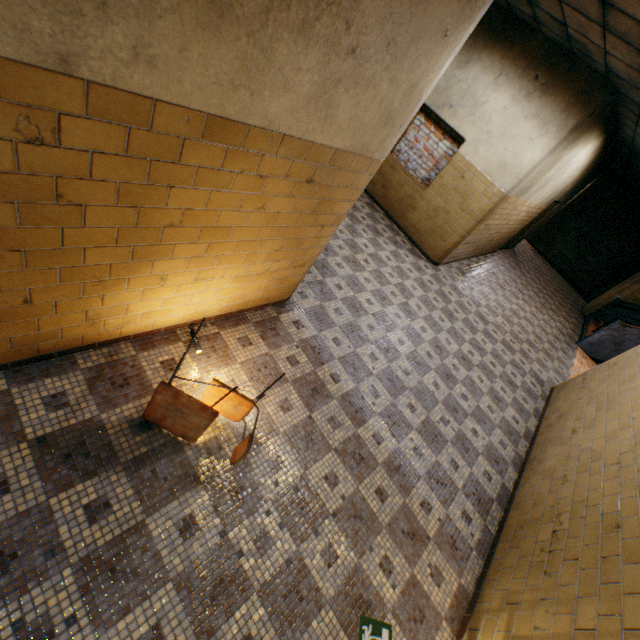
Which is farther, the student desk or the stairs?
the stairs

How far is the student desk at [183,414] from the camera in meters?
2.2

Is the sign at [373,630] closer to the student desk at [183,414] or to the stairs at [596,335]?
the student desk at [183,414]

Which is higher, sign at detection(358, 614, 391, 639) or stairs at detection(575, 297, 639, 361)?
stairs at detection(575, 297, 639, 361)

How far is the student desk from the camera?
2.20m

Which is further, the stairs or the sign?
the stairs

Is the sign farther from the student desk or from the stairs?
the stairs

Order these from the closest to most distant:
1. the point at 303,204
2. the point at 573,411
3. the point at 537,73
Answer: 1. the point at 303,204
2. the point at 573,411
3. the point at 537,73
